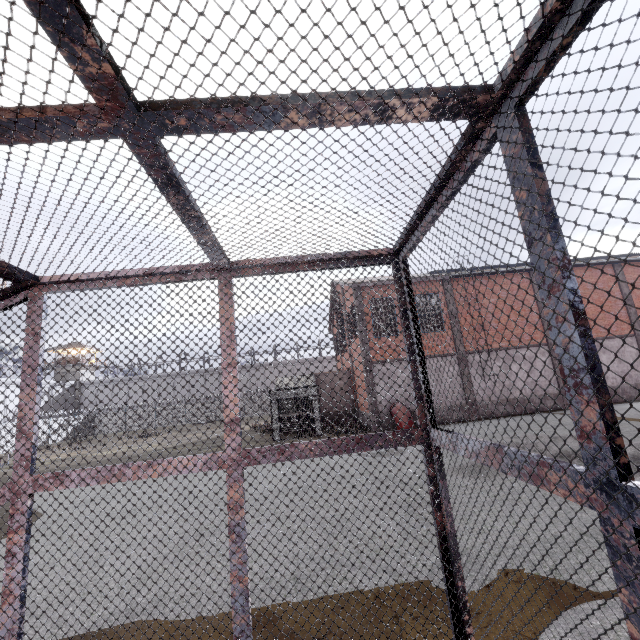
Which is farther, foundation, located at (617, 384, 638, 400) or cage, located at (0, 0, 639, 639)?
foundation, located at (617, 384, 638, 400)

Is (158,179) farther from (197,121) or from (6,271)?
(6,271)

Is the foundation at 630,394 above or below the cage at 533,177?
below

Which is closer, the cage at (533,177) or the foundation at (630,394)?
the cage at (533,177)

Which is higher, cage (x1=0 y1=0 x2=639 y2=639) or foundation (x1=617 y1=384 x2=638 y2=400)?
cage (x1=0 y1=0 x2=639 y2=639)
